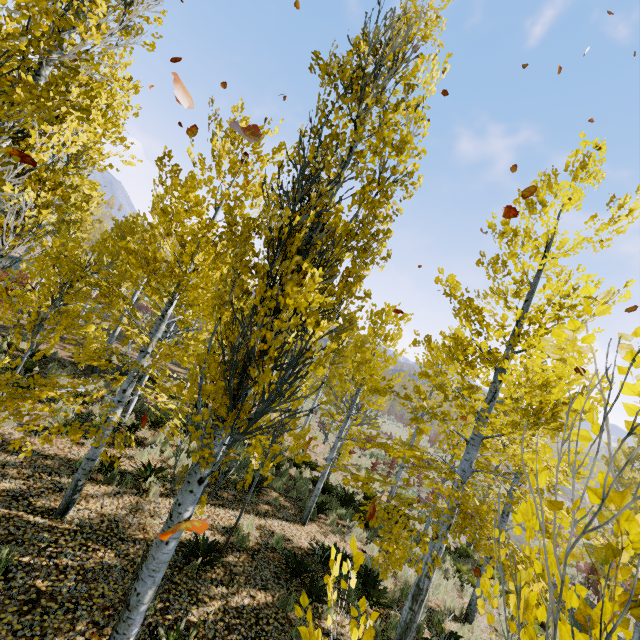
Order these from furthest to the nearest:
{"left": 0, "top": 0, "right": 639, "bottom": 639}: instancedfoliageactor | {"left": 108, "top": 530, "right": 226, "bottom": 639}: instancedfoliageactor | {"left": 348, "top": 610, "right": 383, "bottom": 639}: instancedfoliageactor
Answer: {"left": 108, "top": 530, "right": 226, "bottom": 639}: instancedfoliageactor < {"left": 0, "top": 0, "right": 639, "bottom": 639}: instancedfoliageactor < {"left": 348, "top": 610, "right": 383, "bottom": 639}: instancedfoliageactor

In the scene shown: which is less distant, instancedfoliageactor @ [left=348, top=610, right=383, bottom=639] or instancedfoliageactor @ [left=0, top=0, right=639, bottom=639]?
instancedfoliageactor @ [left=348, top=610, right=383, bottom=639]

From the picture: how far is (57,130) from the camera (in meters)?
4.25

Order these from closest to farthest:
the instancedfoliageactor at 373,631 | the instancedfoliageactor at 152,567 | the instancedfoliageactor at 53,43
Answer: the instancedfoliageactor at 373,631 < the instancedfoliageactor at 53,43 < the instancedfoliageactor at 152,567

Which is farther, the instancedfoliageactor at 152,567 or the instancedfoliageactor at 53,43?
the instancedfoliageactor at 152,567
